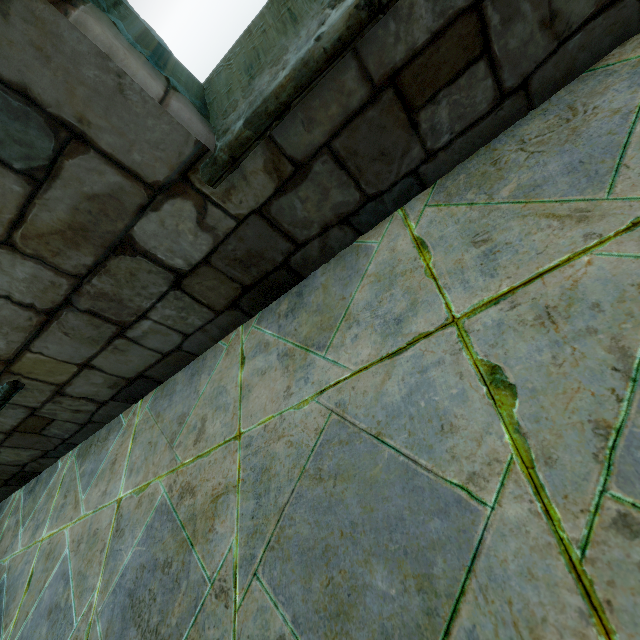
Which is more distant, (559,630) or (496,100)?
(496,100)
